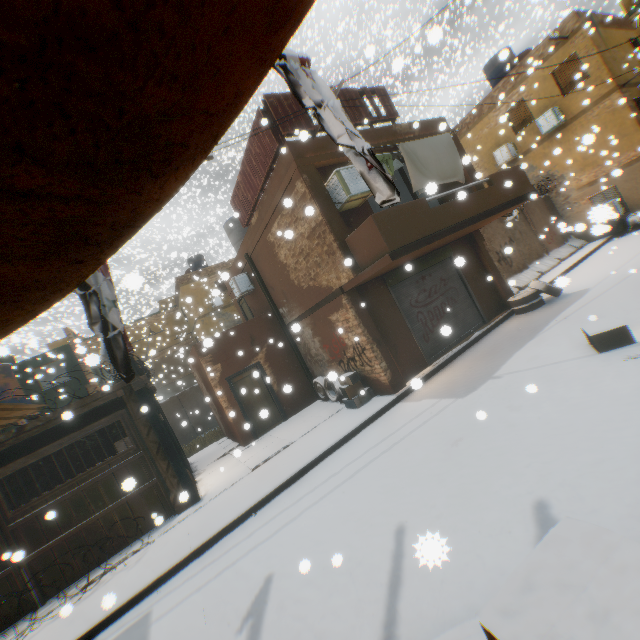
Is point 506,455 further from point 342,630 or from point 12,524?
point 12,524

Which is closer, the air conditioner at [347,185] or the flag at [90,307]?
the flag at [90,307]

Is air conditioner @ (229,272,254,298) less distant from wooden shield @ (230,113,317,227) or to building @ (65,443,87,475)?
building @ (65,443,87,475)

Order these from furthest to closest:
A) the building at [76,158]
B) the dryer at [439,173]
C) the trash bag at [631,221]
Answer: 1. the trash bag at [631,221]
2. the dryer at [439,173]
3. the building at [76,158]

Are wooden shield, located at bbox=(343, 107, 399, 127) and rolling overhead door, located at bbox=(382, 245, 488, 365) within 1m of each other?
yes

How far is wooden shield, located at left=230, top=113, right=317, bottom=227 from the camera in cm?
853

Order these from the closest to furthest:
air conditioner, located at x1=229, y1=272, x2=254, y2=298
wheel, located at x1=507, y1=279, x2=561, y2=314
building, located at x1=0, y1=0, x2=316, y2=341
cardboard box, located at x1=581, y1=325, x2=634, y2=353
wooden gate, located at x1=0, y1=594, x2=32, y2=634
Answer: building, located at x1=0, y1=0, x2=316, y2=341, cardboard box, located at x1=581, y1=325, x2=634, y2=353, wooden gate, located at x1=0, y1=594, x2=32, y2=634, wheel, located at x1=507, y1=279, x2=561, y2=314, air conditioner, located at x1=229, y1=272, x2=254, y2=298

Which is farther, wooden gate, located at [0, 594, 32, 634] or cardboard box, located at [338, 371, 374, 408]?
cardboard box, located at [338, 371, 374, 408]
